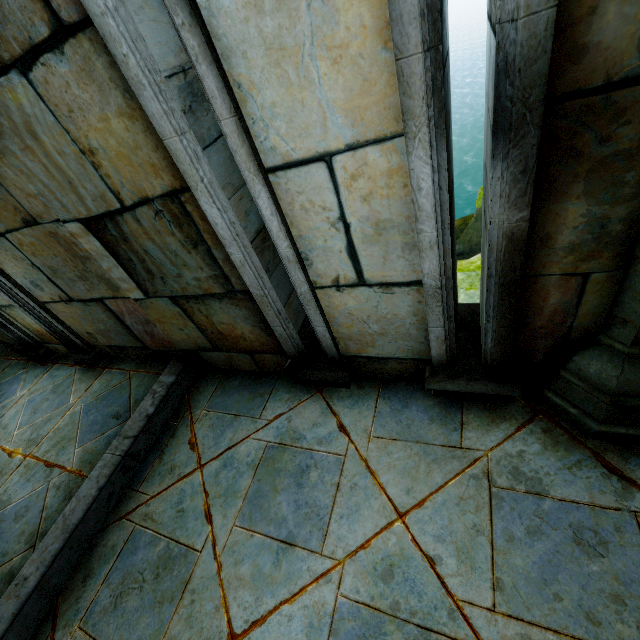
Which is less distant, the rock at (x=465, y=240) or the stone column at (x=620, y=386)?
the stone column at (x=620, y=386)

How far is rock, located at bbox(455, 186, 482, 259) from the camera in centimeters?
1155cm

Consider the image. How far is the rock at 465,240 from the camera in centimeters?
1155cm

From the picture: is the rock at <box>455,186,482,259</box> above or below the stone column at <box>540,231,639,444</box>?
below

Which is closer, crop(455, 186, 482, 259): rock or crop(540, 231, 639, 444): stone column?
crop(540, 231, 639, 444): stone column

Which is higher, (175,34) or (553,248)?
(175,34)
